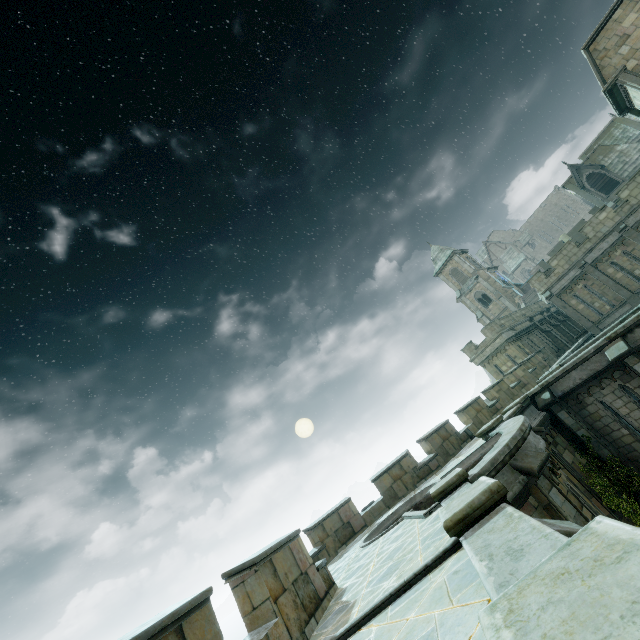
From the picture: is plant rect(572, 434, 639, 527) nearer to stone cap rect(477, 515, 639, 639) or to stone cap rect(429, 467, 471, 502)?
stone cap rect(429, 467, 471, 502)

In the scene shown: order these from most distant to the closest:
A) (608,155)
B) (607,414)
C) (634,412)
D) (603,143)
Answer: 1. (603,143)
2. (608,155)
3. (607,414)
4. (634,412)

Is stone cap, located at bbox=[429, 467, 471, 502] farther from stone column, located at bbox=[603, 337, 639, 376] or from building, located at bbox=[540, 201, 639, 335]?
building, located at bbox=[540, 201, 639, 335]

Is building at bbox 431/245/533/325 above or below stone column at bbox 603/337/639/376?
above

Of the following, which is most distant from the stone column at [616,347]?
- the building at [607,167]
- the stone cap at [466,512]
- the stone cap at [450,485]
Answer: the building at [607,167]

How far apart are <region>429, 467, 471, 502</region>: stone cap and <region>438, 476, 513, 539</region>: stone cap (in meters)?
2.18

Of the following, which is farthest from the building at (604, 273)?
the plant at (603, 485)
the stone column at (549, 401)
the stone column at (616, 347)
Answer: the plant at (603, 485)

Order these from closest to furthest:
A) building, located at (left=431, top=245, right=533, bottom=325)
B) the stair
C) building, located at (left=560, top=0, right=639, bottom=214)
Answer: building, located at (left=560, top=0, right=639, bottom=214)
the stair
building, located at (left=431, top=245, right=533, bottom=325)
